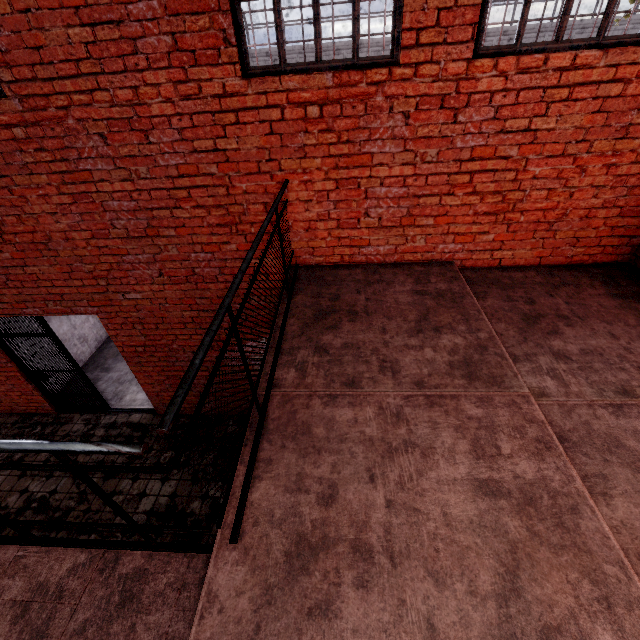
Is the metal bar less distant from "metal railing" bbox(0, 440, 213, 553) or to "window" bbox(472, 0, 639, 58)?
"metal railing" bbox(0, 440, 213, 553)

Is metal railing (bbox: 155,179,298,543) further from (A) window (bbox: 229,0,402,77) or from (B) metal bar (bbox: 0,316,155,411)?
(B) metal bar (bbox: 0,316,155,411)

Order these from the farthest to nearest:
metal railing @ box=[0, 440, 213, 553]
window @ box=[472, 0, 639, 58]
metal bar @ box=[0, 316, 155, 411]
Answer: metal bar @ box=[0, 316, 155, 411]
window @ box=[472, 0, 639, 58]
metal railing @ box=[0, 440, 213, 553]

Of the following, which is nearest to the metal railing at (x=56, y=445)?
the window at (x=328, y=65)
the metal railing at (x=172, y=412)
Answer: the metal railing at (x=172, y=412)

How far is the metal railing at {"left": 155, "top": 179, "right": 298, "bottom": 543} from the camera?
1.2m

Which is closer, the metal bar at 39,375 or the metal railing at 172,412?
the metal railing at 172,412

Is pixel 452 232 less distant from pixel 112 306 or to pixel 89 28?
pixel 89 28

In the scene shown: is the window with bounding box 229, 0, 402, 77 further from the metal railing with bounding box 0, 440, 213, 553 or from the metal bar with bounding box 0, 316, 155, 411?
the metal bar with bounding box 0, 316, 155, 411
